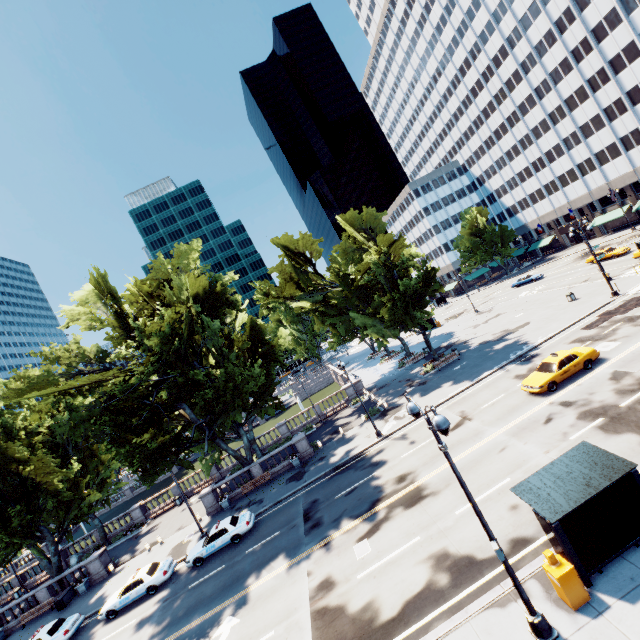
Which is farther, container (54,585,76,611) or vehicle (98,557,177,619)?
container (54,585,76,611)

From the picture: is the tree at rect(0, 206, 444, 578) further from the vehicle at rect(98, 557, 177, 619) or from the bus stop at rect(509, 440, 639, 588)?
the vehicle at rect(98, 557, 177, 619)

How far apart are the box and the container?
37.2 meters

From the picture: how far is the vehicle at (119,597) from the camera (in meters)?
21.94

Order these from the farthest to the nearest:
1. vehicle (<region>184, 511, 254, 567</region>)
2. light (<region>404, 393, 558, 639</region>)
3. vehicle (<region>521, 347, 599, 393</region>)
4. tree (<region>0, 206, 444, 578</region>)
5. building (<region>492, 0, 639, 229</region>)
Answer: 1. building (<region>492, 0, 639, 229</region>)
2. tree (<region>0, 206, 444, 578</region>)
3. vehicle (<region>184, 511, 254, 567</region>)
4. vehicle (<region>521, 347, 599, 393</region>)
5. light (<region>404, 393, 558, 639</region>)

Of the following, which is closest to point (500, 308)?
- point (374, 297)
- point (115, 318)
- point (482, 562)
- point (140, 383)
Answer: point (374, 297)

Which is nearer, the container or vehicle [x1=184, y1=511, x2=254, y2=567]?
vehicle [x1=184, y1=511, x2=254, y2=567]

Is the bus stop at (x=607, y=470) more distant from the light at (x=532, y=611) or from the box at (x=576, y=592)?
the light at (x=532, y=611)
